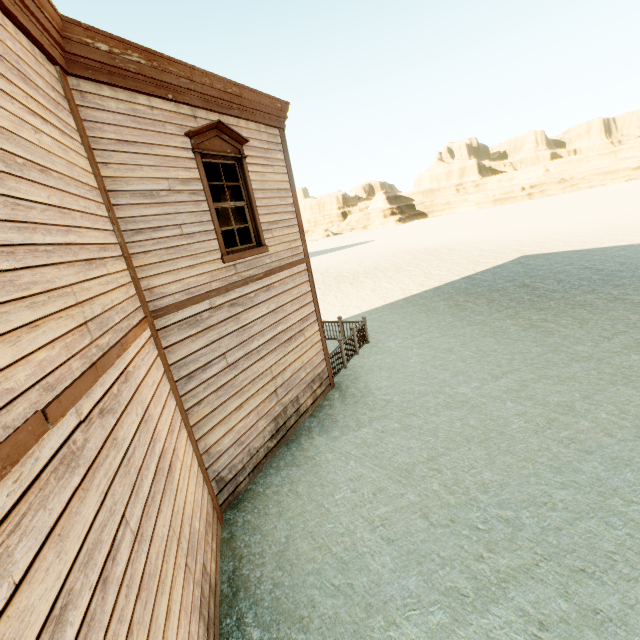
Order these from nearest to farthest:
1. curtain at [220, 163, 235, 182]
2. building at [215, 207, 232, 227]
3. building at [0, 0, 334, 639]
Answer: building at [0, 0, 334, 639], curtain at [220, 163, 235, 182], building at [215, 207, 232, 227]

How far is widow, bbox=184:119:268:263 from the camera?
5.26m

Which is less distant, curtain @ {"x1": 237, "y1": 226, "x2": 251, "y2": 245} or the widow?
the widow

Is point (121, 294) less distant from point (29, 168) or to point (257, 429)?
point (29, 168)

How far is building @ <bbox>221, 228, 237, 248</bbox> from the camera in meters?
8.7

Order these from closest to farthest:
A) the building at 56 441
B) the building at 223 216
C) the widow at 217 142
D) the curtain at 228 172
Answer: the building at 56 441, the widow at 217 142, the curtain at 228 172, the building at 223 216

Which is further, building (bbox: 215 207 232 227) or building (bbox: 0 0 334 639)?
building (bbox: 215 207 232 227)

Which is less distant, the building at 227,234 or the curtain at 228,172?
the curtain at 228,172
